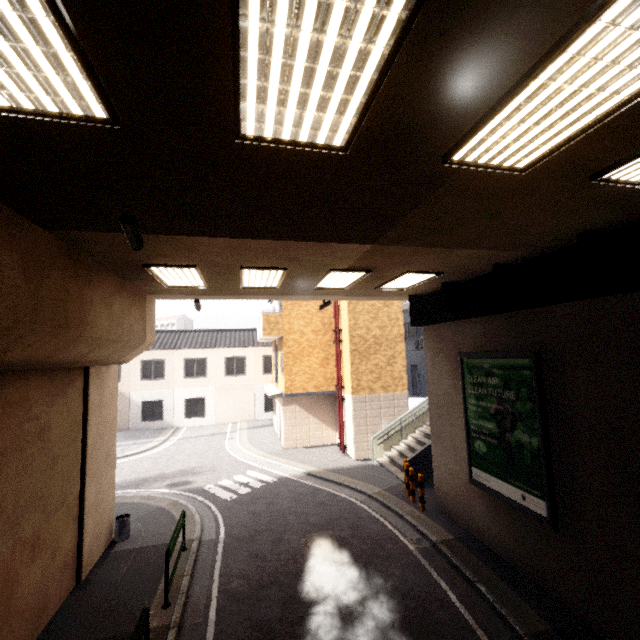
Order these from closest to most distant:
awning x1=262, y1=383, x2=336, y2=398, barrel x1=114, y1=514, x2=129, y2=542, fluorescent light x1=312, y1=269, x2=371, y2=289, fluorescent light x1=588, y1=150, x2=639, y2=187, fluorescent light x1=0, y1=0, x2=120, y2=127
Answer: fluorescent light x1=0, y1=0, x2=120, y2=127
fluorescent light x1=588, y1=150, x2=639, y2=187
fluorescent light x1=312, y1=269, x2=371, y2=289
barrel x1=114, y1=514, x2=129, y2=542
awning x1=262, y1=383, x2=336, y2=398

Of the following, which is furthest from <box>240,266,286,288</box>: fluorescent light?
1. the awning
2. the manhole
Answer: the awning

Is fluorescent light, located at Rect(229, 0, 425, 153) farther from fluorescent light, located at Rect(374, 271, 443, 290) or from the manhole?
the manhole

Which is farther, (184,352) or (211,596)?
(184,352)

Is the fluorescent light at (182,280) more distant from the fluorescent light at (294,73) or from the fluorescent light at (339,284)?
the fluorescent light at (294,73)

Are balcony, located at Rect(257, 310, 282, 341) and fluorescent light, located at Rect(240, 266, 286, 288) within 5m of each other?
no

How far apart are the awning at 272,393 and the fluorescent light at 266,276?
9.2 meters

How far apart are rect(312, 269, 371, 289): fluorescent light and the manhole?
7.0 meters
